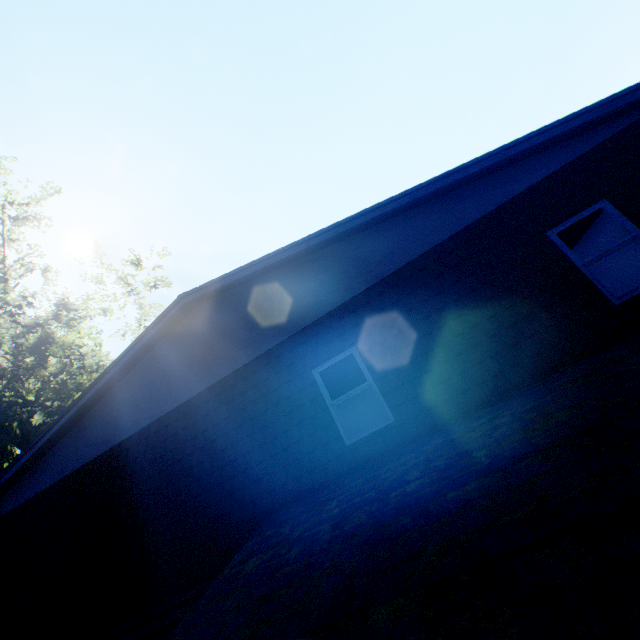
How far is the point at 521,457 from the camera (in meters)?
3.23
